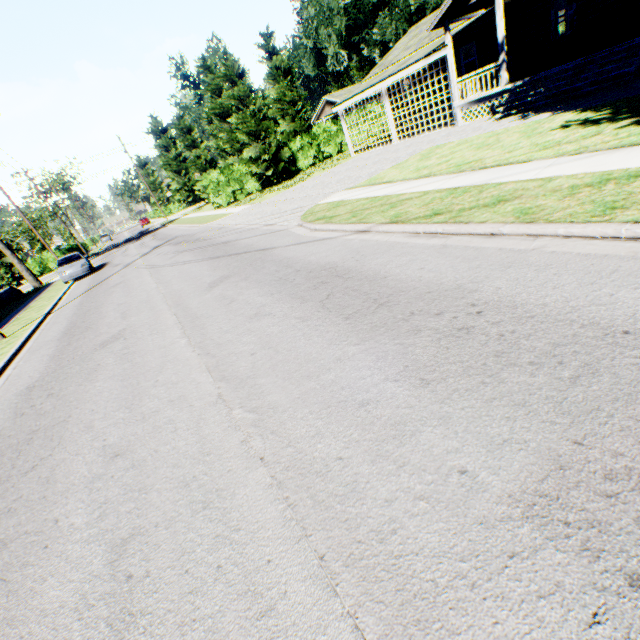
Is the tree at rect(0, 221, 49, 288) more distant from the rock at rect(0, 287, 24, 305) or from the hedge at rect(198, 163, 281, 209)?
the hedge at rect(198, 163, 281, 209)

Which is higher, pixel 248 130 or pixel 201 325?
pixel 248 130

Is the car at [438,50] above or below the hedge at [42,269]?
above

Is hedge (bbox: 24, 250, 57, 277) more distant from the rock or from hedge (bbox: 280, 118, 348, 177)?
hedge (bbox: 280, 118, 348, 177)

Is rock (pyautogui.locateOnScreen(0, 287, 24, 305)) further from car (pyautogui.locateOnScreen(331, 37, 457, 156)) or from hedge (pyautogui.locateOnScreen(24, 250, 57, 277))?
car (pyautogui.locateOnScreen(331, 37, 457, 156))

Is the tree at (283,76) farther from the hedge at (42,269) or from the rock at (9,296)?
the rock at (9,296)

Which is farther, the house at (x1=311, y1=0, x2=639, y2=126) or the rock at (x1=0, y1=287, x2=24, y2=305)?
the rock at (x1=0, y1=287, x2=24, y2=305)

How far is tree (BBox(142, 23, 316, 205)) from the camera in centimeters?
2534cm
